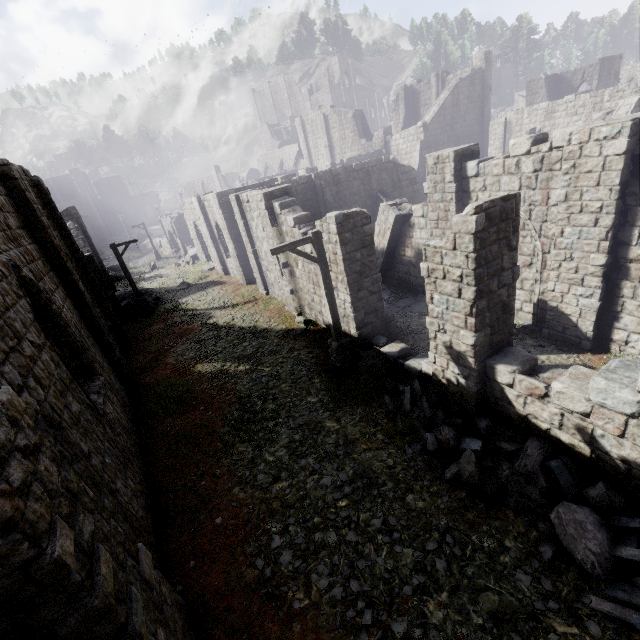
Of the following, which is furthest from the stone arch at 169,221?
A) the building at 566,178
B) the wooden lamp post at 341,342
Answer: the wooden lamp post at 341,342

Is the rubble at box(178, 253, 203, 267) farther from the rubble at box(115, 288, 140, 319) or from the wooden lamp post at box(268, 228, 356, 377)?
the wooden lamp post at box(268, 228, 356, 377)

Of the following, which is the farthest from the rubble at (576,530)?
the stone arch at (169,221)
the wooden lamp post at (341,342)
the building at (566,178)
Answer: the stone arch at (169,221)

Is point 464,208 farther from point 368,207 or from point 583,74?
point 583,74

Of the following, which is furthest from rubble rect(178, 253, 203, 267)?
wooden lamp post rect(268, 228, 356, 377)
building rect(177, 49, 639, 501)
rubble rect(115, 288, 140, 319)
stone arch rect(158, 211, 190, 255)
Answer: wooden lamp post rect(268, 228, 356, 377)

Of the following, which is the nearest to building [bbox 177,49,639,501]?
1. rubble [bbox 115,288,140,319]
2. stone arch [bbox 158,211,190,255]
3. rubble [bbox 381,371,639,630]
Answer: rubble [bbox 381,371,639,630]

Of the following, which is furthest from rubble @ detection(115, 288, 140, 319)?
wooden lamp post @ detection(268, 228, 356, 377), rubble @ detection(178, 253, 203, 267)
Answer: wooden lamp post @ detection(268, 228, 356, 377)

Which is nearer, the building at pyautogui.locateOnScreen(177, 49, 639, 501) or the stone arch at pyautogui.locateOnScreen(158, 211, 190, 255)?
the building at pyautogui.locateOnScreen(177, 49, 639, 501)
